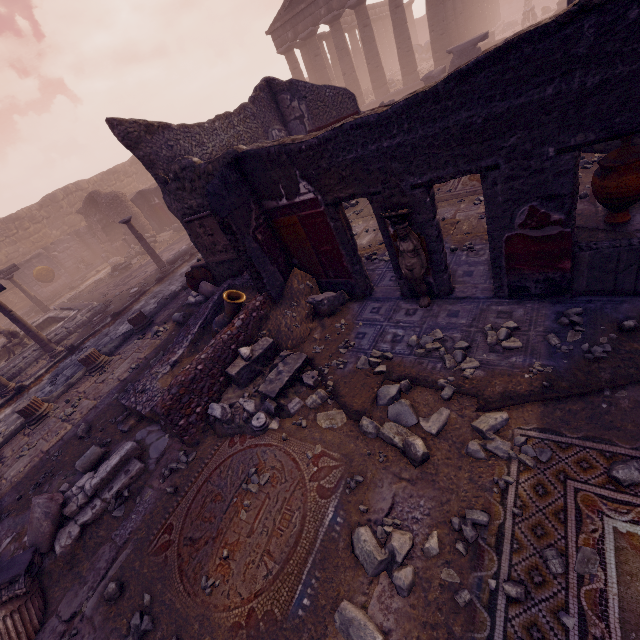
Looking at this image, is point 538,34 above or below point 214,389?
above

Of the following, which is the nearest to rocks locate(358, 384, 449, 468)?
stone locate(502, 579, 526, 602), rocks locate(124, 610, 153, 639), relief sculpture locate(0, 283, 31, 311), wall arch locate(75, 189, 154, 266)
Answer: stone locate(502, 579, 526, 602)

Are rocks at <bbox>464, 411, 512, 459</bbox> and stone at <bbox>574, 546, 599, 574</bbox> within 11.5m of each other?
yes

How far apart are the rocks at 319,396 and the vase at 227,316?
1.9 meters

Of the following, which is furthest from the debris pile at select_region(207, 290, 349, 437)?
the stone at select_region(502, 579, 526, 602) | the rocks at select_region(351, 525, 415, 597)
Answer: the stone at select_region(502, 579, 526, 602)

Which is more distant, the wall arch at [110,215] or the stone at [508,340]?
the wall arch at [110,215]

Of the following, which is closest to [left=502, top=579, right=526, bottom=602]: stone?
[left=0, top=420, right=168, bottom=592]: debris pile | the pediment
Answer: [left=0, top=420, right=168, bottom=592]: debris pile

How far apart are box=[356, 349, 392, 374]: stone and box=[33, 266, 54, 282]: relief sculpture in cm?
2277
